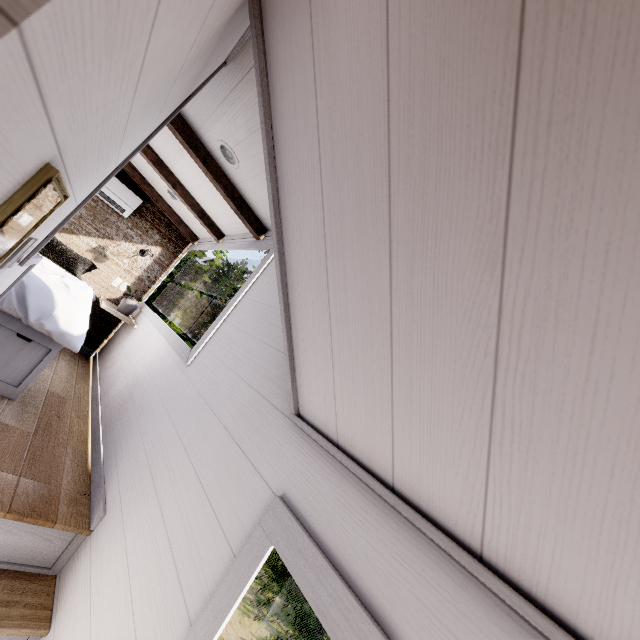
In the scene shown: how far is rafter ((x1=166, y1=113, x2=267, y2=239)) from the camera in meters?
2.4 m

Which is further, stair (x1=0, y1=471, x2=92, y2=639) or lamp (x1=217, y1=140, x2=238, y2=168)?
lamp (x1=217, y1=140, x2=238, y2=168)

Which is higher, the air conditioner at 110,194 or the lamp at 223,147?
the lamp at 223,147

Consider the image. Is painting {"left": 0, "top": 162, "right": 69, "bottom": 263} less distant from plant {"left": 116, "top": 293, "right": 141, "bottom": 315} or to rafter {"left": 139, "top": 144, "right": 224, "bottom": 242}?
rafter {"left": 139, "top": 144, "right": 224, "bottom": 242}

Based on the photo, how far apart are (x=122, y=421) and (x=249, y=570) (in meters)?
1.87

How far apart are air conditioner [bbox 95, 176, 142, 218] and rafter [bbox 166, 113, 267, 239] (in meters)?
2.26

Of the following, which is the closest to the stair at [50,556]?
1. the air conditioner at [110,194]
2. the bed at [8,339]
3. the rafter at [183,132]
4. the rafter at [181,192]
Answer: the bed at [8,339]

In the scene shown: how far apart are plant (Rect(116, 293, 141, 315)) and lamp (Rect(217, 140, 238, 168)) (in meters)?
2.54
